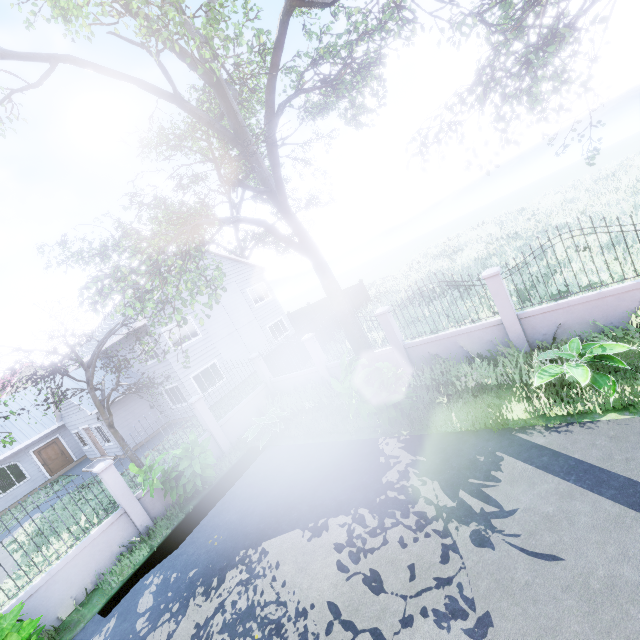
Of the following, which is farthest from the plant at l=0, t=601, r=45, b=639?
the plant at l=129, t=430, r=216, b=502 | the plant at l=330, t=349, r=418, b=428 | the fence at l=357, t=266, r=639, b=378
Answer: the plant at l=330, t=349, r=418, b=428

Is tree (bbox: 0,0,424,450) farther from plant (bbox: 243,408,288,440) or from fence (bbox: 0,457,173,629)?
plant (bbox: 243,408,288,440)

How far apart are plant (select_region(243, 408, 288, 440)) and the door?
18.7 meters

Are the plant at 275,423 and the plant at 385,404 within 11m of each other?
yes

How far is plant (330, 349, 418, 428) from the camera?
7.3m

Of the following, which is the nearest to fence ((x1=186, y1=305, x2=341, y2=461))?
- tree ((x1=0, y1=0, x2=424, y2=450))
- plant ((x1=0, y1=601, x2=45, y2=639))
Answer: plant ((x1=0, y1=601, x2=45, y2=639))

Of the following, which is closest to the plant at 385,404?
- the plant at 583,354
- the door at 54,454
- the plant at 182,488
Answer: the plant at 583,354

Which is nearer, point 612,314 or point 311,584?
point 311,584
